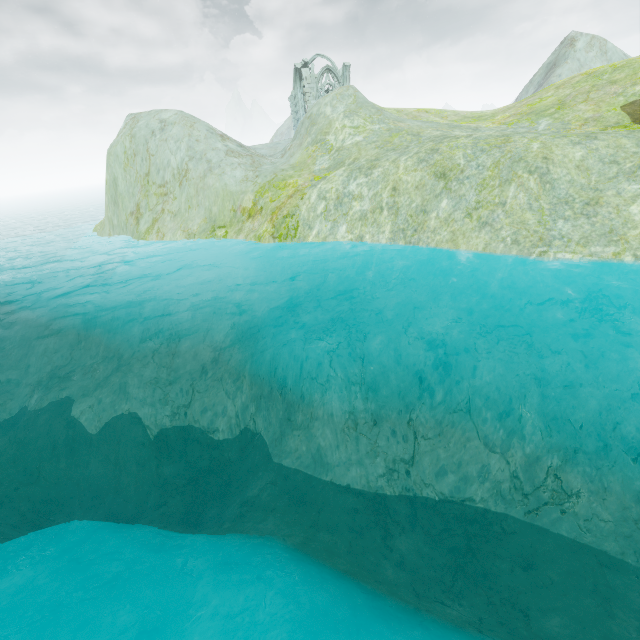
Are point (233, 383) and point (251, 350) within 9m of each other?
yes

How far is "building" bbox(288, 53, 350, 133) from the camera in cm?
4269

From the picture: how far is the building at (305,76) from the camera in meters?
42.7 m
